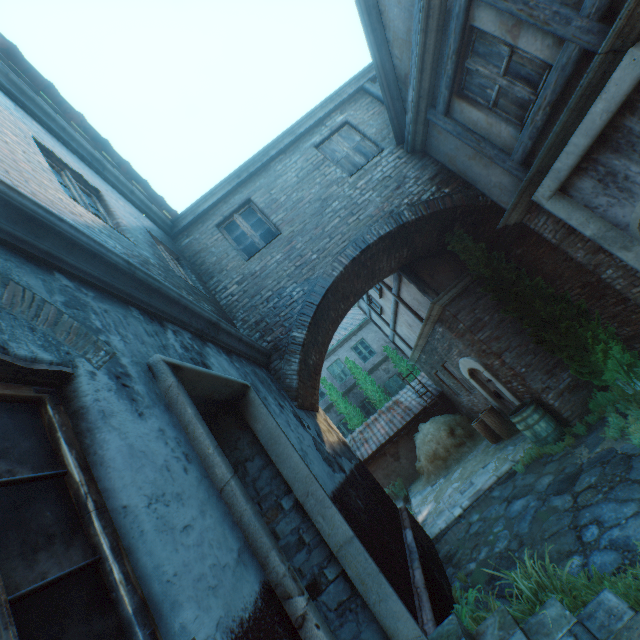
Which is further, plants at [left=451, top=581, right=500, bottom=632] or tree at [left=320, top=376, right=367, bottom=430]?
tree at [left=320, top=376, right=367, bottom=430]

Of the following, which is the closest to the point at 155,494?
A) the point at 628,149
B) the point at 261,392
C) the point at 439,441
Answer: the point at 261,392

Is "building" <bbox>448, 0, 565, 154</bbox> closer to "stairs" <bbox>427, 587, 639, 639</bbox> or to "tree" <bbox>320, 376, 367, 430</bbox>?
"stairs" <bbox>427, 587, 639, 639</bbox>

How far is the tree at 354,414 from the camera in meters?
17.9 m

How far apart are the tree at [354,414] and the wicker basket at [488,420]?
8.7 meters

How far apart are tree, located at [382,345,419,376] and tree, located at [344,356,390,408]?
1.4 meters

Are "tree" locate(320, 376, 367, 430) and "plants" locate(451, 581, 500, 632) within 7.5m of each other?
no

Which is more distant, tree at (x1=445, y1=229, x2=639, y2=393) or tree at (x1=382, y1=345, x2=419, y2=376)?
tree at (x1=382, y1=345, x2=419, y2=376)
